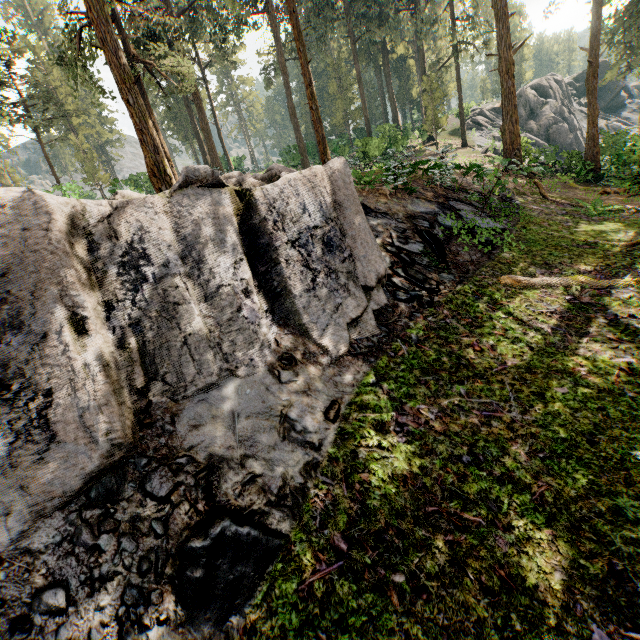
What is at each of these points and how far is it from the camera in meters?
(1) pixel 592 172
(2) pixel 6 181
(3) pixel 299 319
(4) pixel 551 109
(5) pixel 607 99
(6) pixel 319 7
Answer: (1) foliage, 18.3 m
(2) foliage, 37.3 m
(3) rock, 6.0 m
(4) rock, 37.6 m
(5) rock, 47.0 m
(6) foliage, 31.5 m

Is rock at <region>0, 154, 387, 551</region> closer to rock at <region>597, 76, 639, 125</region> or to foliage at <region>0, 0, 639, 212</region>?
foliage at <region>0, 0, 639, 212</region>

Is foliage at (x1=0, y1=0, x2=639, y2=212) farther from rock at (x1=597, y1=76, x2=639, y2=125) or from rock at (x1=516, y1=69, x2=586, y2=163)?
rock at (x1=597, y1=76, x2=639, y2=125)

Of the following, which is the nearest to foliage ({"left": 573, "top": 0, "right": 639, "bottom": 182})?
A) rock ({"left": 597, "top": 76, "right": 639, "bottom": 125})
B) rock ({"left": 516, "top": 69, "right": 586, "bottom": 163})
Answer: rock ({"left": 516, "top": 69, "right": 586, "bottom": 163})

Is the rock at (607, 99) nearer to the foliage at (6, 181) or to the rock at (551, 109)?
the foliage at (6, 181)

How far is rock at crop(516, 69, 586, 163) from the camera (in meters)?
36.03

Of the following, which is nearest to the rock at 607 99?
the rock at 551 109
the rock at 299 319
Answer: the rock at 551 109

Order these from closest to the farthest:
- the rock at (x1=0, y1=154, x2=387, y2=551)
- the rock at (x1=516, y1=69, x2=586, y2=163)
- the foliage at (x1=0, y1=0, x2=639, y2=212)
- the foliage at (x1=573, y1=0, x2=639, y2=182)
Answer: the rock at (x1=0, y1=154, x2=387, y2=551), the foliage at (x1=0, y1=0, x2=639, y2=212), the foliage at (x1=573, y1=0, x2=639, y2=182), the rock at (x1=516, y1=69, x2=586, y2=163)
